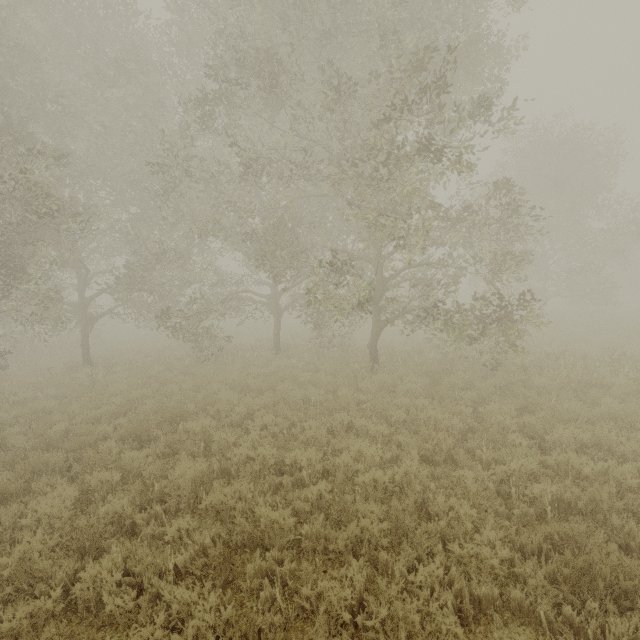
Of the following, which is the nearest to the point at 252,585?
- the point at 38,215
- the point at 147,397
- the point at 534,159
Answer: the point at 147,397
